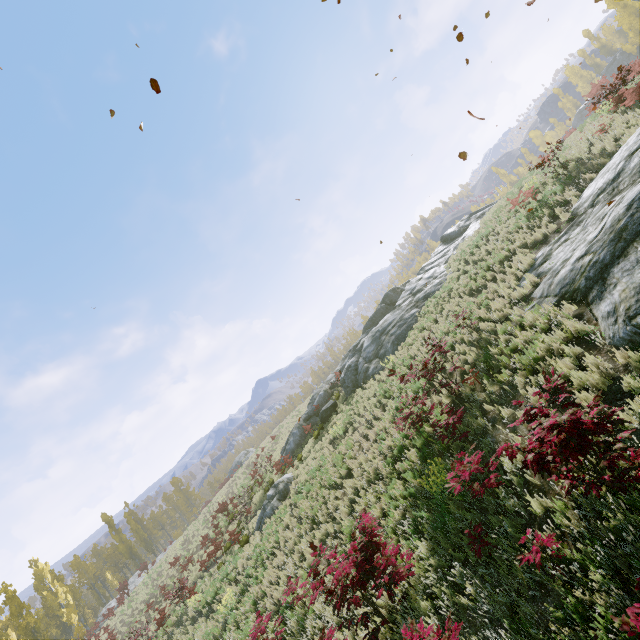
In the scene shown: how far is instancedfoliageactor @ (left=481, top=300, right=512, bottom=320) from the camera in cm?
1055

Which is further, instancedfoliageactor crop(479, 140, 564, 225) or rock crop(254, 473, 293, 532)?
rock crop(254, 473, 293, 532)

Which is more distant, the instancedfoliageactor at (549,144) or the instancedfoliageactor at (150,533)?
the instancedfoliageactor at (150,533)

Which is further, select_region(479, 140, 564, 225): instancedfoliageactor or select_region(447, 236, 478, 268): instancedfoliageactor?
select_region(447, 236, 478, 268): instancedfoliageactor

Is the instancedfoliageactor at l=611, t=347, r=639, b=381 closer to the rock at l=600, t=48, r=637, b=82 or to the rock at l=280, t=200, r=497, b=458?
the rock at l=600, t=48, r=637, b=82

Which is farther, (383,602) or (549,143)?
(549,143)

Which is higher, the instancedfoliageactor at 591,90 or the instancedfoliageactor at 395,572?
the instancedfoliageactor at 591,90
